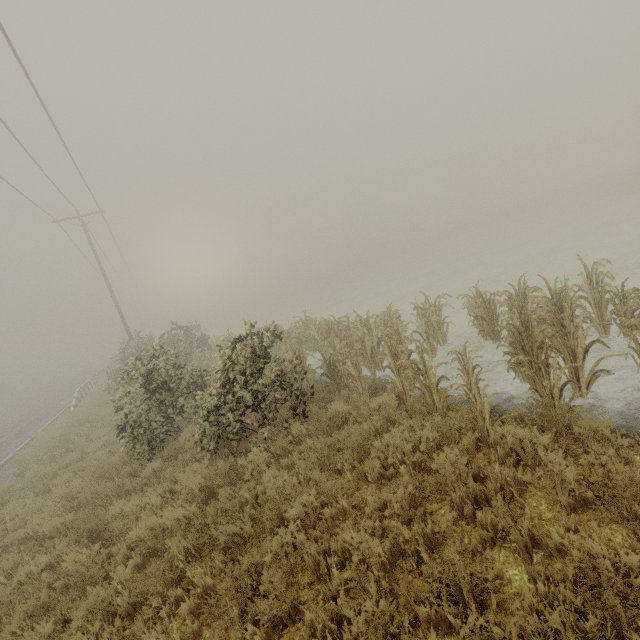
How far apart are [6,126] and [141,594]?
13.7 meters

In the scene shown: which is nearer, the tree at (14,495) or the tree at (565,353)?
the tree at (565,353)

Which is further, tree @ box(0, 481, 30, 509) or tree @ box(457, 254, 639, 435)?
tree @ box(0, 481, 30, 509)
